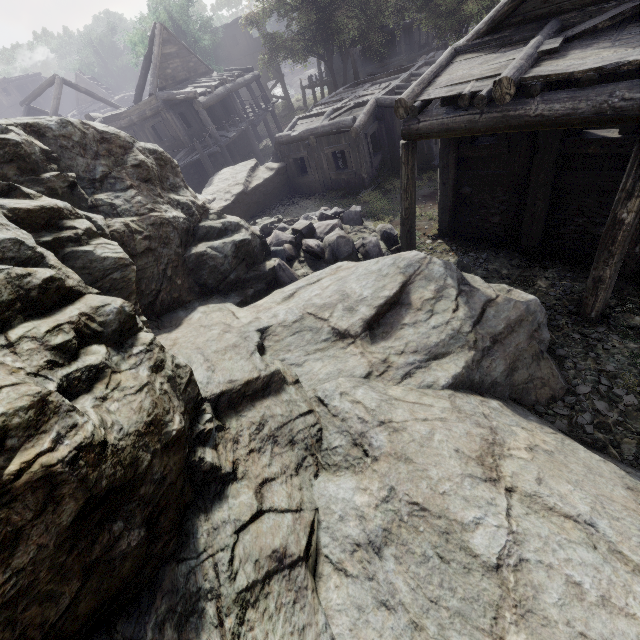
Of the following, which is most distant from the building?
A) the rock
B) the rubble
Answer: the rubble

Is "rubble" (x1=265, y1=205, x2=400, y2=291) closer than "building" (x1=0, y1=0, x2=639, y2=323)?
No

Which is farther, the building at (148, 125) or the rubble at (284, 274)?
the rubble at (284, 274)

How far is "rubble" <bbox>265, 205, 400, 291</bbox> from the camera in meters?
9.9 m

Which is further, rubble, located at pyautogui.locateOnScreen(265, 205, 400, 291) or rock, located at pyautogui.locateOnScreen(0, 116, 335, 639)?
rubble, located at pyautogui.locateOnScreen(265, 205, 400, 291)

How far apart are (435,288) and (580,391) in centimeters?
324cm

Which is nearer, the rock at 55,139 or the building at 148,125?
the rock at 55,139

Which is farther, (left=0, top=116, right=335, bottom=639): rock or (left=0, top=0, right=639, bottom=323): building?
(left=0, top=0, right=639, bottom=323): building
